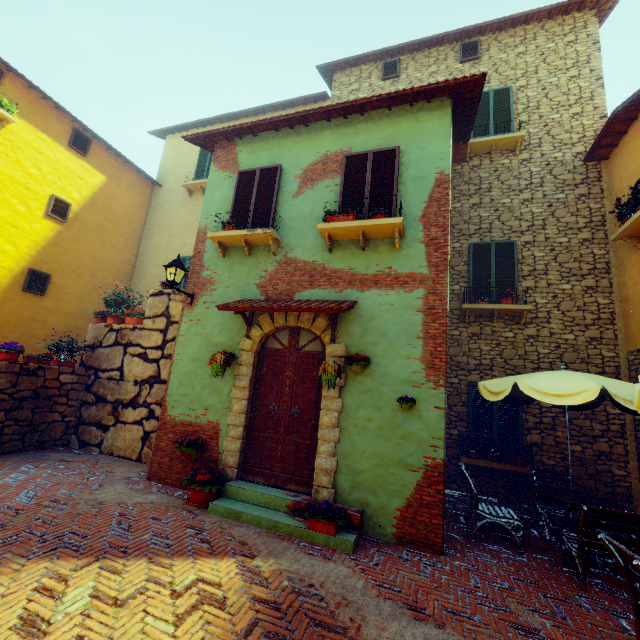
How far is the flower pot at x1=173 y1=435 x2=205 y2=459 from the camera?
5.9m

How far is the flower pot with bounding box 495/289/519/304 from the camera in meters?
7.8

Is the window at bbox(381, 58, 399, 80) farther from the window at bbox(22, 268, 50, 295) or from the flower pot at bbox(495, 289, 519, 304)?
the window at bbox(22, 268, 50, 295)

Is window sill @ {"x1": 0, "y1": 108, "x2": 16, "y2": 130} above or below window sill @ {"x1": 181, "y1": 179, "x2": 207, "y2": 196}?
below

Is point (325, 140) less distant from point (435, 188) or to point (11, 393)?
point (435, 188)

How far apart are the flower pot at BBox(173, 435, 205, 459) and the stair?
0.79m

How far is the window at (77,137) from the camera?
10.6m

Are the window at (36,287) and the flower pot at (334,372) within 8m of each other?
no
